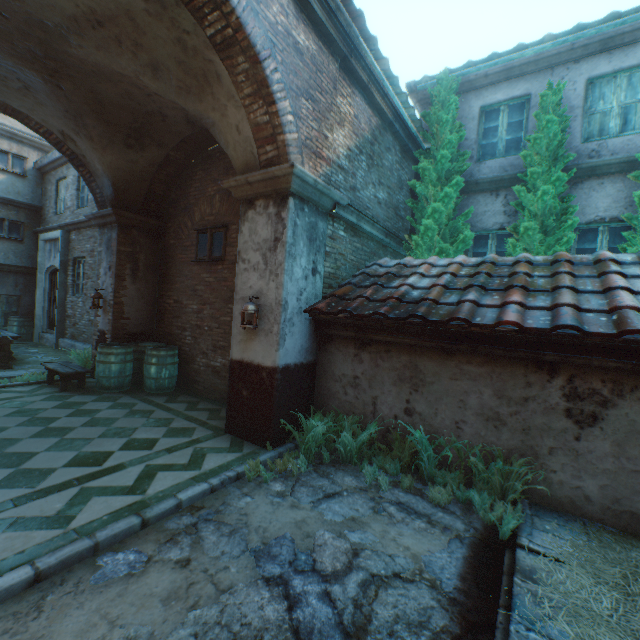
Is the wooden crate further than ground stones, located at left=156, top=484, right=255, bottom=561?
Yes

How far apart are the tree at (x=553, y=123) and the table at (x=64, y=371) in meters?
9.1

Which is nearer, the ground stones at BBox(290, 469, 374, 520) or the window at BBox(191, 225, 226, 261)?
the ground stones at BBox(290, 469, 374, 520)

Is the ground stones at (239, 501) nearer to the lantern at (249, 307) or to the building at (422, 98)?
the lantern at (249, 307)

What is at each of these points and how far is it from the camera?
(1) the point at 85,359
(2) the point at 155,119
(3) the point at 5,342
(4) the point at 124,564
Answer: (1) plants, 7.9 meters
(2) building, 6.1 meters
(3) wooden crate, 8.0 meters
(4) ground stones, 2.5 meters

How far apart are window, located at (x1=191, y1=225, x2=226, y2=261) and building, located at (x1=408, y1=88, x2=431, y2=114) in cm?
581

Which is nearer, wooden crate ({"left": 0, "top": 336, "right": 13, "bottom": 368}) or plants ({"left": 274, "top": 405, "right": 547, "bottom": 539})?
plants ({"left": 274, "top": 405, "right": 547, "bottom": 539})

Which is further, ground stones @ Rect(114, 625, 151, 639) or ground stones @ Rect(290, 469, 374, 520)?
ground stones @ Rect(290, 469, 374, 520)
